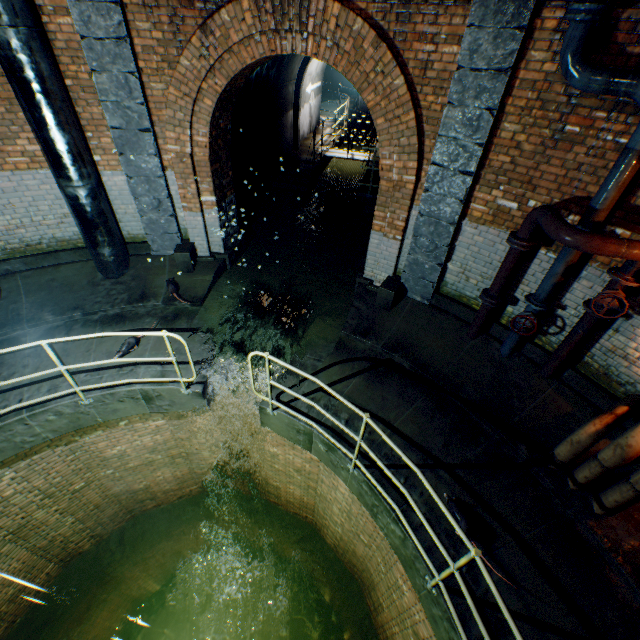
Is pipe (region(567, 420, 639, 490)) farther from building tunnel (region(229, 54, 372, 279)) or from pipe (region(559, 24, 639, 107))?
building tunnel (region(229, 54, 372, 279))

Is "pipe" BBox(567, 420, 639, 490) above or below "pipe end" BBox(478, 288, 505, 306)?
below

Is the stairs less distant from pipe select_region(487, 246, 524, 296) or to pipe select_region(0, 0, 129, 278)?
pipe select_region(0, 0, 129, 278)

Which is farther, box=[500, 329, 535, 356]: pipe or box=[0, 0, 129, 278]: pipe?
box=[500, 329, 535, 356]: pipe

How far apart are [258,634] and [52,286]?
12.8m

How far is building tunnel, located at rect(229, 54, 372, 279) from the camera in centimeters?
819cm

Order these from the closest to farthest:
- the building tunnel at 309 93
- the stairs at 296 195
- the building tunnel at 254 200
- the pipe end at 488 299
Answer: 1. the pipe end at 488 299
2. the building tunnel at 254 200
3. the stairs at 296 195
4. the building tunnel at 309 93

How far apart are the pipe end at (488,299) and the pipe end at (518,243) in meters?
0.8 m
